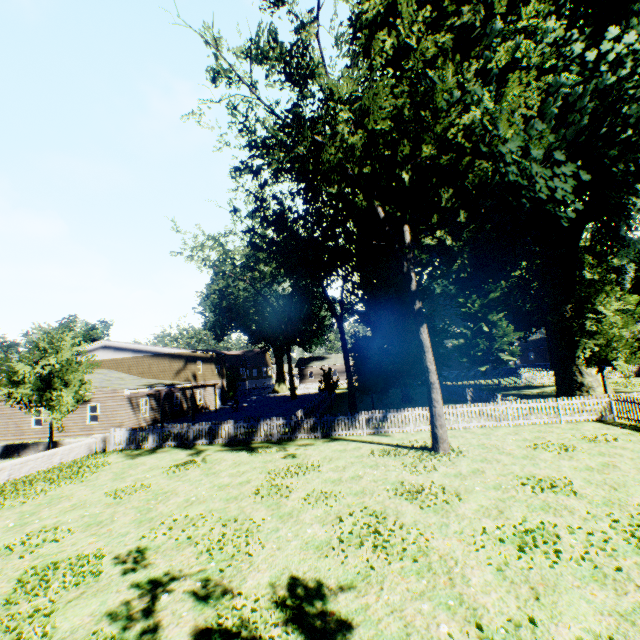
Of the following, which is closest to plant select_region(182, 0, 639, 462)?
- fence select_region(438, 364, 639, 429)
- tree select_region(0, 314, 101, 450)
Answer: fence select_region(438, 364, 639, 429)

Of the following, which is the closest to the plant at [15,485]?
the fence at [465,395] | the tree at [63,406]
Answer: the fence at [465,395]

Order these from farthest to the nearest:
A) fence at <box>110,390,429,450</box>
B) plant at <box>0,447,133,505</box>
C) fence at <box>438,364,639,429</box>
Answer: fence at <box>110,390,429,450</box>
fence at <box>438,364,639,429</box>
plant at <box>0,447,133,505</box>

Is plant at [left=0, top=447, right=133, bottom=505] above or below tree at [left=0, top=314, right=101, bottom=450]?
below

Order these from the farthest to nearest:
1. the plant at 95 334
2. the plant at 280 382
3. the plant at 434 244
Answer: the plant at 280 382 < the plant at 95 334 < the plant at 434 244

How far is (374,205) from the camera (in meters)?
14.16

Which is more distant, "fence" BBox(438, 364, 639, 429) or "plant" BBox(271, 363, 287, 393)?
"plant" BBox(271, 363, 287, 393)

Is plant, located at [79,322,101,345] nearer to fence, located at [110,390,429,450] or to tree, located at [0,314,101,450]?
fence, located at [110,390,429,450]
